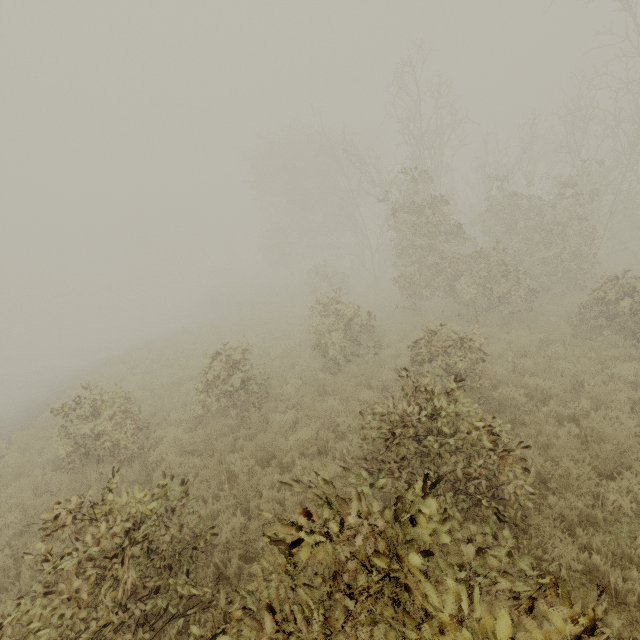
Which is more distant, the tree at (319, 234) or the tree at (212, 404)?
the tree at (212, 404)

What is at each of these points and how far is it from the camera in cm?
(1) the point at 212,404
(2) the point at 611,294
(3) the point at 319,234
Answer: (1) tree, 910
(2) tree, 937
(3) tree, 2912

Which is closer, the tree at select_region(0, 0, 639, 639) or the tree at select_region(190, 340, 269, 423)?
the tree at select_region(0, 0, 639, 639)

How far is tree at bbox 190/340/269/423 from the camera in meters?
8.6 m
